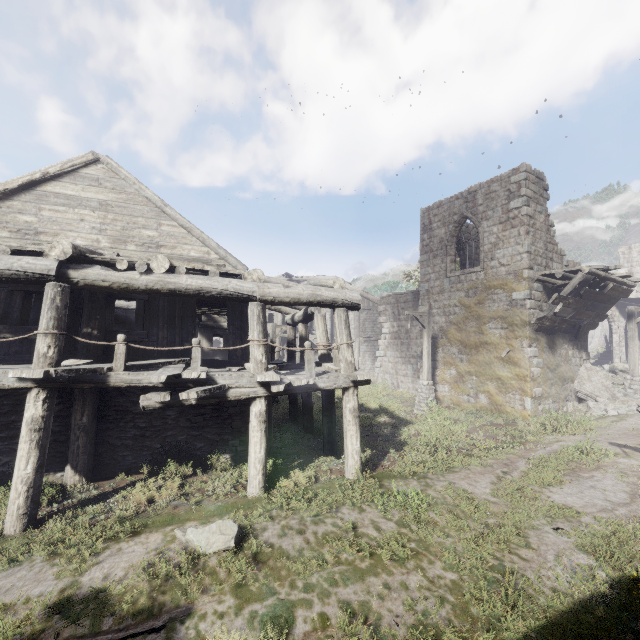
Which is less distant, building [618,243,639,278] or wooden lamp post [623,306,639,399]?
→ wooden lamp post [623,306,639,399]

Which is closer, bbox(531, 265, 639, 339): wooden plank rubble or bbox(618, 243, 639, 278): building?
bbox(531, 265, 639, 339): wooden plank rubble

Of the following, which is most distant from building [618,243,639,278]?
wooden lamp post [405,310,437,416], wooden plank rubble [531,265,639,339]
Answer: wooden lamp post [405,310,437,416]

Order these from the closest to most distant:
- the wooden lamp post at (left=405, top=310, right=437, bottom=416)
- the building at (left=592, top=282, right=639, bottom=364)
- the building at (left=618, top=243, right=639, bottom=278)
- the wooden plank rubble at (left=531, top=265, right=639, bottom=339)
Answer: the wooden plank rubble at (left=531, top=265, right=639, bottom=339) → the wooden lamp post at (left=405, top=310, right=437, bottom=416) → the building at (left=592, top=282, right=639, bottom=364) → the building at (left=618, top=243, right=639, bottom=278)

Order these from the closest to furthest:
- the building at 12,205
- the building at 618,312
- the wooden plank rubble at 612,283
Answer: the building at 12,205, the wooden plank rubble at 612,283, the building at 618,312

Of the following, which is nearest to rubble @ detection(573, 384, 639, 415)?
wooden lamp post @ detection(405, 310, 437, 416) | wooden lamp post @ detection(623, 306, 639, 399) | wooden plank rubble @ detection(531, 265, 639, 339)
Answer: wooden lamp post @ detection(623, 306, 639, 399)

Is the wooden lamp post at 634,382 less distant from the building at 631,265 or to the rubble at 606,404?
the rubble at 606,404

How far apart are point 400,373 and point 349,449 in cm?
1435
